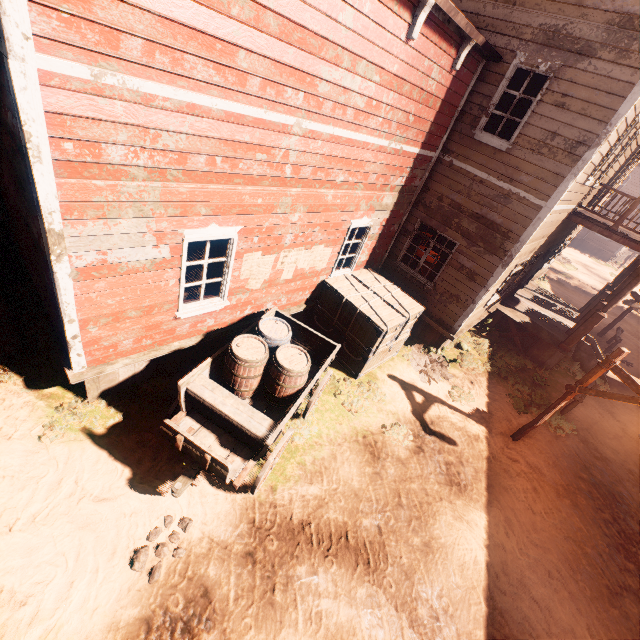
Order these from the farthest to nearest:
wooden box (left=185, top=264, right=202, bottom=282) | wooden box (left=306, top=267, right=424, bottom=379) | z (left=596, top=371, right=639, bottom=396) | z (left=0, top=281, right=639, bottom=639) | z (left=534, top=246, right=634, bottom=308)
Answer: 1. z (left=534, top=246, right=634, bottom=308)
2. z (left=596, top=371, right=639, bottom=396)
3. wooden box (left=306, top=267, right=424, bottom=379)
4. wooden box (left=185, top=264, right=202, bottom=282)
5. z (left=0, top=281, right=639, bottom=639)

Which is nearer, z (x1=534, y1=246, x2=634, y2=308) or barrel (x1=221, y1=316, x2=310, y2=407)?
barrel (x1=221, y1=316, x2=310, y2=407)

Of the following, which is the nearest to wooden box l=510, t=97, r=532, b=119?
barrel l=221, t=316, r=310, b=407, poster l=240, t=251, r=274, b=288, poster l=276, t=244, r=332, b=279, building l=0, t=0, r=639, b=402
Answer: building l=0, t=0, r=639, b=402

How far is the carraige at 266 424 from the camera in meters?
4.3

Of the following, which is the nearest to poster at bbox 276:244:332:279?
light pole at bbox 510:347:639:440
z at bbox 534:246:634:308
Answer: z at bbox 534:246:634:308

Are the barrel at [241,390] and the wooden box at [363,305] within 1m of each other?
no

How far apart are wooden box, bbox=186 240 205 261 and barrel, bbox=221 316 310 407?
1.2 meters

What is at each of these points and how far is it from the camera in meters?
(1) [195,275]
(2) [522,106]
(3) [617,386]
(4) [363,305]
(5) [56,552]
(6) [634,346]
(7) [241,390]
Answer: (1) wooden box, 5.9 m
(2) wooden box, 7.8 m
(3) z, 12.7 m
(4) wooden box, 7.7 m
(5) z, 4.1 m
(6) z, 16.8 m
(7) barrel, 5.3 m
